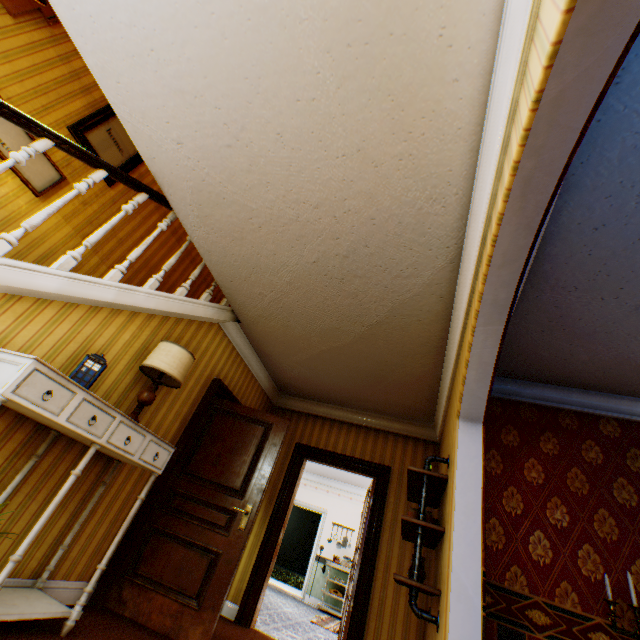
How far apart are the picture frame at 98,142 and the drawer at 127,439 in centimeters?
347cm

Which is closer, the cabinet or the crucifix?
the cabinet

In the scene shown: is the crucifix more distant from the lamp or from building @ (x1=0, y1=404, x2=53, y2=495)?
the lamp

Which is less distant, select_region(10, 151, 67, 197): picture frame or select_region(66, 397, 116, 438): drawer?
select_region(66, 397, 116, 438): drawer

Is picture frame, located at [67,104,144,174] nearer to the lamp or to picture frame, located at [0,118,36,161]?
picture frame, located at [0,118,36,161]

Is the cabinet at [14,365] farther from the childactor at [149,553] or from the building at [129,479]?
the childactor at [149,553]

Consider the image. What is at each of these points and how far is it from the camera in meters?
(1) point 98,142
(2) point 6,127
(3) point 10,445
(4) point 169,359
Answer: (1) picture frame, 4.2 m
(2) picture frame, 3.3 m
(3) building, 2.3 m
(4) lamp, 3.0 m

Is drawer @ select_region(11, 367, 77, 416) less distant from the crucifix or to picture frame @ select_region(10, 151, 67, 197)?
picture frame @ select_region(10, 151, 67, 197)
